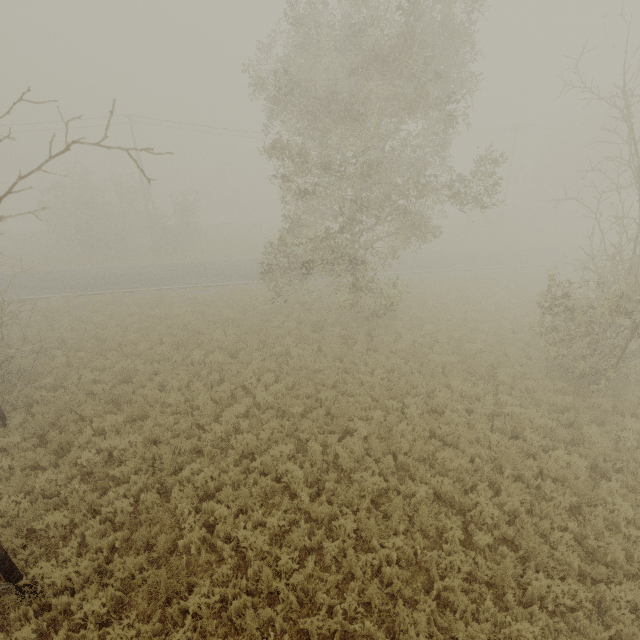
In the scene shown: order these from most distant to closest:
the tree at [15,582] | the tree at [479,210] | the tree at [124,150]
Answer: the tree at [479,210], the tree at [15,582], the tree at [124,150]

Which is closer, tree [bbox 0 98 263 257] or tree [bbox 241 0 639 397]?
tree [bbox 0 98 263 257]

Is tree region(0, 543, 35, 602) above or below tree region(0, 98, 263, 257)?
below

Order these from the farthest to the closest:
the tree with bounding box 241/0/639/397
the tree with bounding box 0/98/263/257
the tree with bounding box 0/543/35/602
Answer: the tree with bounding box 241/0/639/397 < the tree with bounding box 0/543/35/602 < the tree with bounding box 0/98/263/257

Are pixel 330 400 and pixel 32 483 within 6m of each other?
no

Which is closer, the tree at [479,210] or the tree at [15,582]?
the tree at [15,582]

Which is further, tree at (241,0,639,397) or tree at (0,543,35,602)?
tree at (241,0,639,397)
